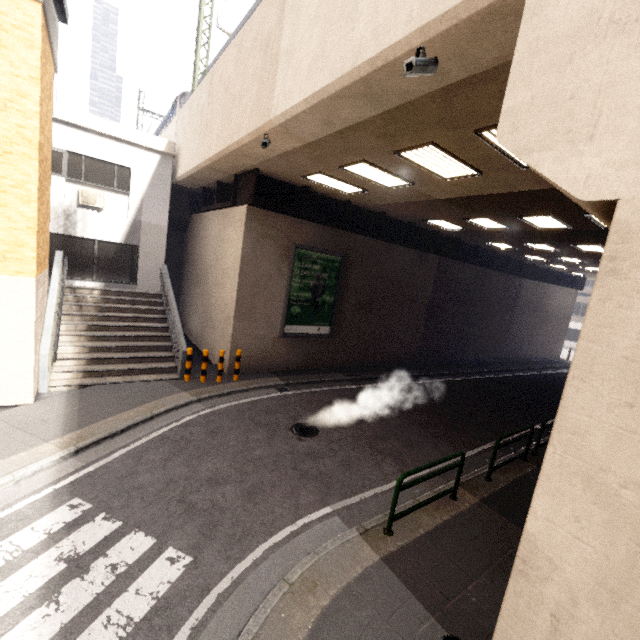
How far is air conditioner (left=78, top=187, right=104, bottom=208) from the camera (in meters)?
11.95

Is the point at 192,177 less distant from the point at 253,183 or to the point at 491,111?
the point at 253,183

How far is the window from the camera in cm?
380

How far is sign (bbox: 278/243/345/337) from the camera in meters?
12.1 m

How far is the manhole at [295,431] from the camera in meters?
8.3 m

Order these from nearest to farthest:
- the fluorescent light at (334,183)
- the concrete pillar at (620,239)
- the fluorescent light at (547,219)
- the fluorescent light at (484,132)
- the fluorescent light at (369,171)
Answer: the concrete pillar at (620,239)
the fluorescent light at (484,132)
the fluorescent light at (369,171)
the fluorescent light at (334,183)
the fluorescent light at (547,219)

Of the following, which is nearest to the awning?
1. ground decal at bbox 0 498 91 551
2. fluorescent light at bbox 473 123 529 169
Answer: fluorescent light at bbox 473 123 529 169

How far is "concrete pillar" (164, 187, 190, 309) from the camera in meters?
15.8 m
